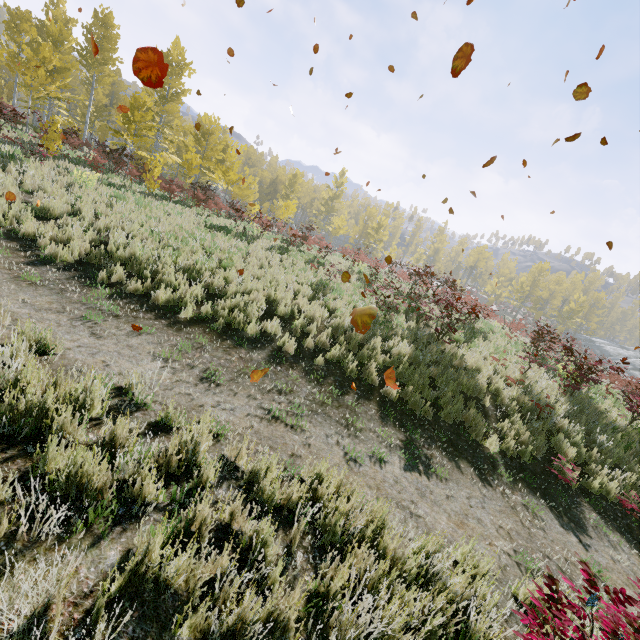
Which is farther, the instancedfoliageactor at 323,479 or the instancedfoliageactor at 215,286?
the instancedfoliageactor at 215,286

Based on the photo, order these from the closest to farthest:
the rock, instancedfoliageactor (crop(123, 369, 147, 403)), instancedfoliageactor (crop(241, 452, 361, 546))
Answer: instancedfoliageactor (crop(241, 452, 361, 546))
instancedfoliageactor (crop(123, 369, 147, 403))
the rock

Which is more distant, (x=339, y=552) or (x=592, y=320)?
(x=592, y=320)

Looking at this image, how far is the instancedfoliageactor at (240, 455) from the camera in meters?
3.6 m

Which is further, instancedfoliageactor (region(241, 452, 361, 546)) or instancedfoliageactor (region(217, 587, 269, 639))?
instancedfoliageactor (region(241, 452, 361, 546))

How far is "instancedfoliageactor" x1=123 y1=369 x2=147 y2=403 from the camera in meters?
3.9 m
